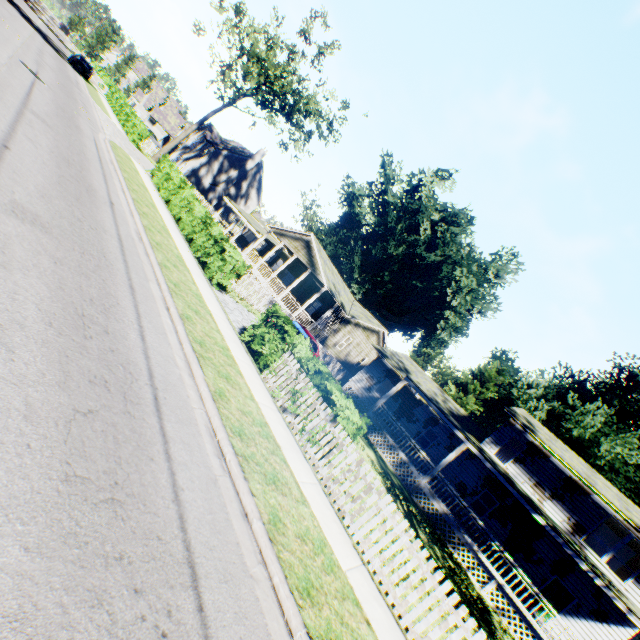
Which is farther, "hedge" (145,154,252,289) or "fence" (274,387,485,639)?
"hedge" (145,154,252,289)

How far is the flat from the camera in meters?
25.5 m

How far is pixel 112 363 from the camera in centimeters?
466cm

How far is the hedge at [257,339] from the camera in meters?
8.5 m

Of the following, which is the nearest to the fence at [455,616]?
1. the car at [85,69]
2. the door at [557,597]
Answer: the door at [557,597]

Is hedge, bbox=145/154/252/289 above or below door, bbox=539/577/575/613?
below

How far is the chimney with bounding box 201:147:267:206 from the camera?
46.25m

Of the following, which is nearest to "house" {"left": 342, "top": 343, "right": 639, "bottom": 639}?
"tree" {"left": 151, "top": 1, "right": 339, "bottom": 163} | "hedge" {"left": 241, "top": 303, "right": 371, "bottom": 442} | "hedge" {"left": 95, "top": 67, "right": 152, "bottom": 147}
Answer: "hedge" {"left": 241, "top": 303, "right": 371, "bottom": 442}
